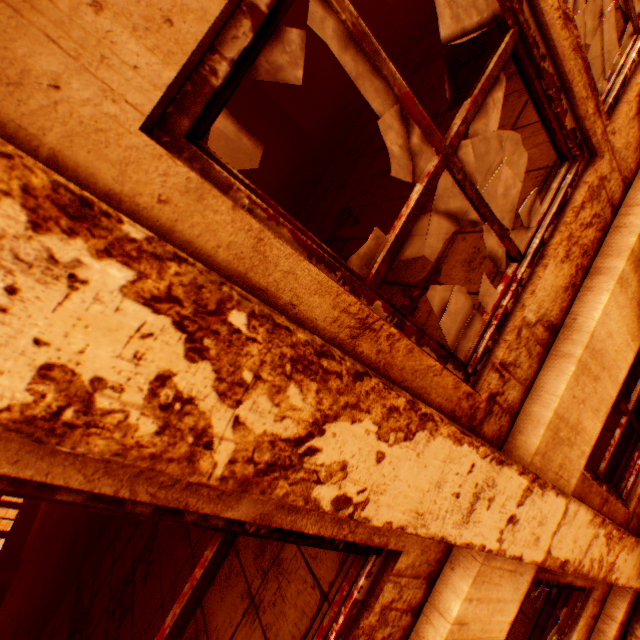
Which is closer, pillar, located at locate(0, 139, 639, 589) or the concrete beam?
pillar, located at locate(0, 139, 639, 589)

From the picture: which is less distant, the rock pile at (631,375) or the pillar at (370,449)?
the pillar at (370,449)

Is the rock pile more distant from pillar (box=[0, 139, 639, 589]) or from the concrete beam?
the concrete beam

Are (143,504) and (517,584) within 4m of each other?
yes

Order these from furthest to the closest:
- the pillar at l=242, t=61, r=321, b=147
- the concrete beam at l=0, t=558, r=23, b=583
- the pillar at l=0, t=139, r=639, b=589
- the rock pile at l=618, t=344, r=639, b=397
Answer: the concrete beam at l=0, t=558, r=23, b=583, the pillar at l=242, t=61, r=321, b=147, the rock pile at l=618, t=344, r=639, b=397, the pillar at l=0, t=139, r=639, b=589

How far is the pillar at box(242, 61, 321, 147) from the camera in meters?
7.3

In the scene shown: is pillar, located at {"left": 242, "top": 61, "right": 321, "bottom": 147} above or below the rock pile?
above

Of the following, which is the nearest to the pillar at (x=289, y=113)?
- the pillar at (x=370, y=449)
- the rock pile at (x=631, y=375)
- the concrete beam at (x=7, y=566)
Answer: the rock pile at (x=631, y=375)
